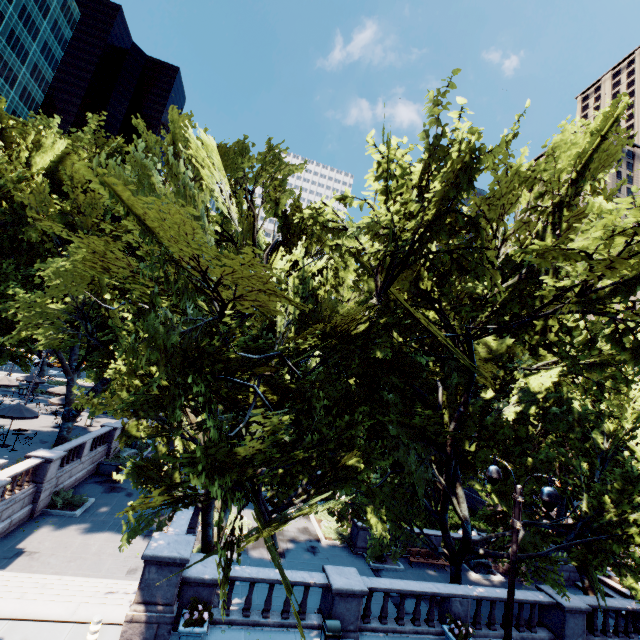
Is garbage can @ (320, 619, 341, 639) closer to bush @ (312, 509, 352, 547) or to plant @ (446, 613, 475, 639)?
plant @ (446, 613, 475, 639)

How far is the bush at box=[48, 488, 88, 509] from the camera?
18.97m

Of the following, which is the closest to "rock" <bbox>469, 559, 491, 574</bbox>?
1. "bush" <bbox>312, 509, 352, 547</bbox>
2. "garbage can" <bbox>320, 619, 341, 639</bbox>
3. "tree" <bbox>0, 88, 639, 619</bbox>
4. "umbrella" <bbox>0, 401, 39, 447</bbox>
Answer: "tree" <bbox>0, 88, 639, 619</bbox>

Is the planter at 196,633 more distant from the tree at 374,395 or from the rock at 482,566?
the rock at 482,566

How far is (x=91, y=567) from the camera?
14.8 meters

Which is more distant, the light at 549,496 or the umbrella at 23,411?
the umbrella at 23,411

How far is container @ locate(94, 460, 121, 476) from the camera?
25.04m

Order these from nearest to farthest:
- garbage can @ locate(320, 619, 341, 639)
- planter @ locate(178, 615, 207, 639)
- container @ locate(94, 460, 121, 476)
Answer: planter @ locate(178, 615, 207, 639), garbage can @ locate(320, 619, 341, 639), container @ locate(94, 460, 121, 476)
